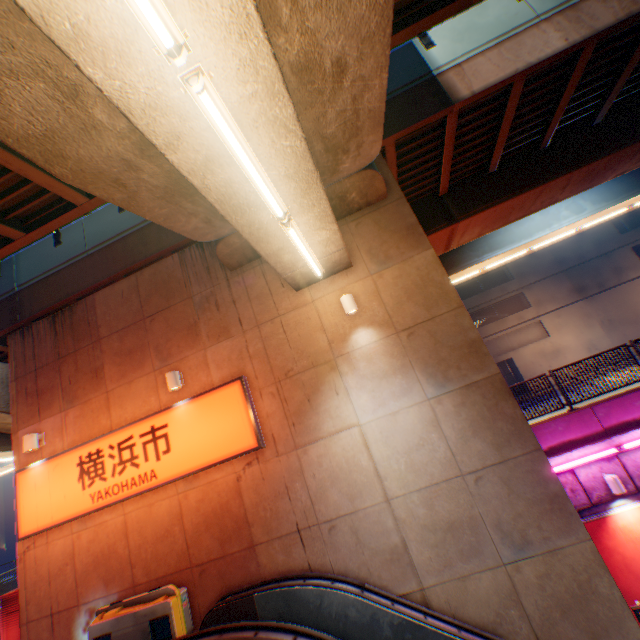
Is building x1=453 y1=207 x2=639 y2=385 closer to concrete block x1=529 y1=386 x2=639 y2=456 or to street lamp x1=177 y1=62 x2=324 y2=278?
concrete block x1=529 y1=386 x2=639 y2=456

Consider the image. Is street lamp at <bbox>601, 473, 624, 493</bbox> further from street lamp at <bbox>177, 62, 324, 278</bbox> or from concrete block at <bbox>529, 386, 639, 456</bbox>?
street lamp at <bbox>177, 62, 324, 278</bbox>

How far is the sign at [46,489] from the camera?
7.2 meters

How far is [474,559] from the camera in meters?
5.7 m

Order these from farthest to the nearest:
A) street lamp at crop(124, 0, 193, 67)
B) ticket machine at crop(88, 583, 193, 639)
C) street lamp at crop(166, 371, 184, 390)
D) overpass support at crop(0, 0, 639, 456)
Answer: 1. street lamp at crop(166, 371, 184, 390)
2. ticket machine at crop(88, 583, 193, 639)
3. overpass support at crop(0, 0, 639, 456)
4. street lamp at crop(124, 0, 193, 67)

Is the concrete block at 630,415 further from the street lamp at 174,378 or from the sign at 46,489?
the street lamp at 174,378

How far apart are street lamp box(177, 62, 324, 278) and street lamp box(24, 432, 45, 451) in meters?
8.8 m

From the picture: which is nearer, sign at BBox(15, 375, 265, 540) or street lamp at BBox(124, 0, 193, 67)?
street lamp at BBox(124, 0, 193, 67)
